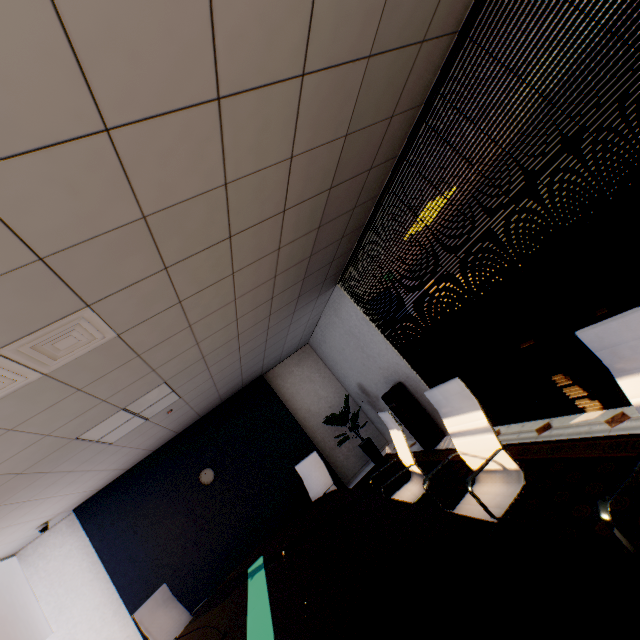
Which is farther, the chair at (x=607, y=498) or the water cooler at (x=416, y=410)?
the water cooler at (x=416, y=410)

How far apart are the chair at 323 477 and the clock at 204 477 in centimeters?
225cm

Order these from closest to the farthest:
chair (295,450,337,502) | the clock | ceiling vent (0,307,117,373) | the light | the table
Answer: the table, ceiling vent (0,307,117,373), the light, chair (295,450,337,502), the clock

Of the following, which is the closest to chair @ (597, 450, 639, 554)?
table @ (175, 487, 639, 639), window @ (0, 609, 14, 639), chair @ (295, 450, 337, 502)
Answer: table @ (175, 487, 639, 639)

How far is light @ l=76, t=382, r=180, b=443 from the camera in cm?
357

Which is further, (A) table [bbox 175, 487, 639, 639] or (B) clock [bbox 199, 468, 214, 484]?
(B) clock [bbox 199, 468, 214, 484]

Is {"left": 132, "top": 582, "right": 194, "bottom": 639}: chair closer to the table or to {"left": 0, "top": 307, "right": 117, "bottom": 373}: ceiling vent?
the table

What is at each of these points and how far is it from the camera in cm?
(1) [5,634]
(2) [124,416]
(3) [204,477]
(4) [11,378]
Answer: (1) window, 497
(2) light, 377
(3) clock, 618
(4) ceiling vent, 201
